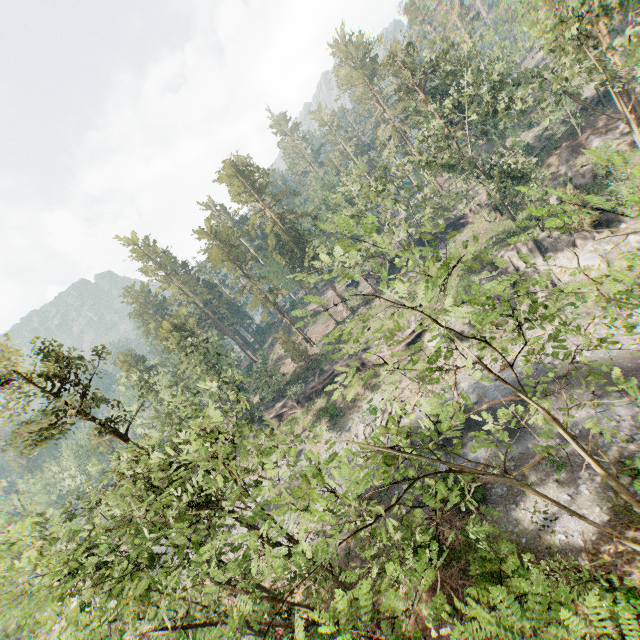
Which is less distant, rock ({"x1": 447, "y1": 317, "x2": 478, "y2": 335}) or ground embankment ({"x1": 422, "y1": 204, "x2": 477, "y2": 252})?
rock ({"x1": 447, "y1": 317, "x2": 478, "y2": 335})

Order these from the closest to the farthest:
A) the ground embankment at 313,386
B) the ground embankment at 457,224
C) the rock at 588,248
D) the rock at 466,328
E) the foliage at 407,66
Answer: the foliage at 407,66, the rock at 588,248, the rock at 466,328, the ground embankment at 313,386, the ground embankment at 457,224

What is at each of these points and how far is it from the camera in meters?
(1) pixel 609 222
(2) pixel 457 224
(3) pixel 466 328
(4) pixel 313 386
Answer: (1) rock, 30.6
(2) ground embankment, 50.9
(3) rock, 35.4
(4) ground embankment, 47.4

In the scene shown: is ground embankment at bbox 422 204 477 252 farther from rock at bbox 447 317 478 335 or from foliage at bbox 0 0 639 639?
rock at bbox 447 317 478 335

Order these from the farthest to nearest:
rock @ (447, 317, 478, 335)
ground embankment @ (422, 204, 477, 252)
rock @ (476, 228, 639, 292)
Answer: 1. ground embankment @ (422, 204, 477, 252)
2. rock @ (447, 317, 478, 335)
3. rock @ (476, 228, 639, 292)

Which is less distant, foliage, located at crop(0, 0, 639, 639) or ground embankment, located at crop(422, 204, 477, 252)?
foliage, located at crop(0, 0, 639, 639)

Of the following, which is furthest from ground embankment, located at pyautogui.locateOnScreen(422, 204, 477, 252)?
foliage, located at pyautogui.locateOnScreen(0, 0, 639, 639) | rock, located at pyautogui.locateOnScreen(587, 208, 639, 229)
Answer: rock, located at pyautogui.locateOnScreen(587, 208, 639, 229)

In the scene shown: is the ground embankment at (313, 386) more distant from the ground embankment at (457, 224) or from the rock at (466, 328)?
the ground embankment at (457, 224)
